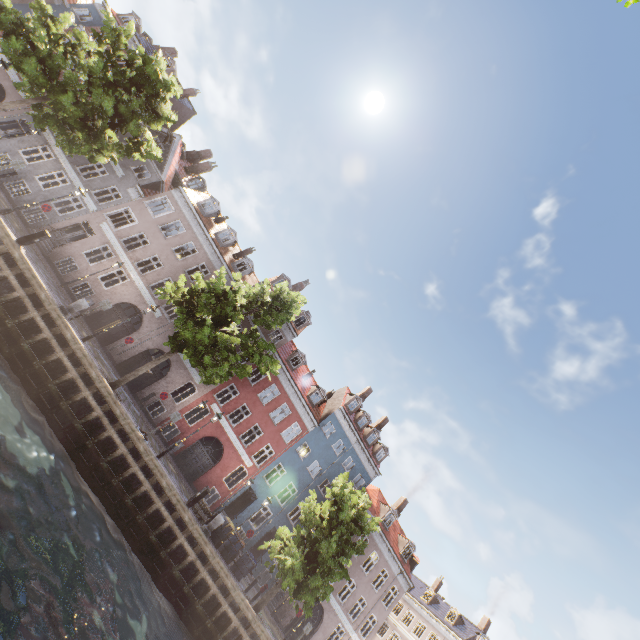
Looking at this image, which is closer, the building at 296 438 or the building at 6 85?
the building at 6 85

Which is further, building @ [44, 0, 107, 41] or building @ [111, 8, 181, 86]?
building @ [111, 8, 181, 86]

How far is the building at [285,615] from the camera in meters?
24.9

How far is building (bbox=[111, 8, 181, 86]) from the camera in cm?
2692

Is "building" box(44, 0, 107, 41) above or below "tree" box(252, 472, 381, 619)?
above

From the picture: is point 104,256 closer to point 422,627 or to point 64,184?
point 64,184

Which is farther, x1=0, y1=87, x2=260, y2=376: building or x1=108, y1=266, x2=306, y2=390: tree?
x1=0, y1=87, x2=260, y2=376: building
